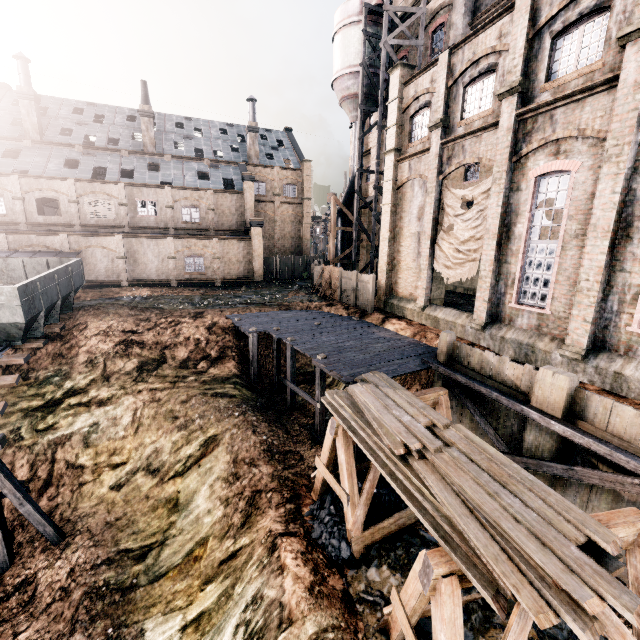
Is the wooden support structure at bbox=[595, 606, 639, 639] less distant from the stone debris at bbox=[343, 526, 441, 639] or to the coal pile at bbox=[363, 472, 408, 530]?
the stone debris at bbox=[343, 526, 441, 639]

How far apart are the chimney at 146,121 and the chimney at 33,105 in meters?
9.4 m

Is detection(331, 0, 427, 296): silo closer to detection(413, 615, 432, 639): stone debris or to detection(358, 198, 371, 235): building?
detection(358, 198, 371, 235): building

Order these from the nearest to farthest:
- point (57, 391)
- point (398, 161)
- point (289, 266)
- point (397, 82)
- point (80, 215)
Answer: point (57, 391)
point (397, 82)
point (398, 161)
point (80, 215)
point (289, 266)

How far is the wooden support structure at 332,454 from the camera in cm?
973

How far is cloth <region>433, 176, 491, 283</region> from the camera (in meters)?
16.09

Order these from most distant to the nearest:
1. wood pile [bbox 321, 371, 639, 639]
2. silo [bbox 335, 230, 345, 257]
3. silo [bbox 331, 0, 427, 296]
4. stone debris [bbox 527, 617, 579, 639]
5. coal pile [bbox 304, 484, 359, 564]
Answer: silo [bbox 335, 230, 345, 257] → silo [bbox 331, 0, 427, 296] → coal pile [bbox 304, 484, 359, 564] → stone debris [bbox 527, 617, 579, 639] → wood pile [bbox 321, 371, 639, 639]

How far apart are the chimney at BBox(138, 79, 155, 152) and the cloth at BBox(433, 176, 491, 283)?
36.15m
